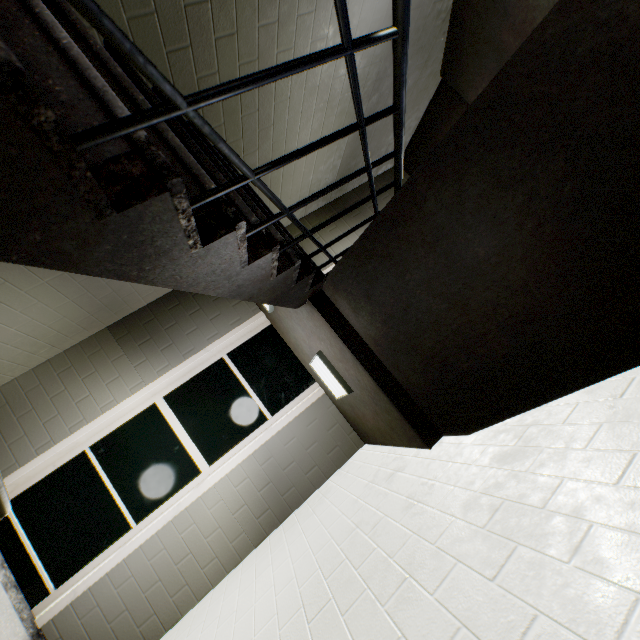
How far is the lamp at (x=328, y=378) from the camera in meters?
3.1

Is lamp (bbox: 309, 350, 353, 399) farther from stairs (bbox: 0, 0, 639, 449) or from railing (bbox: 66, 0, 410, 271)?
railing (bbox: 66, 0, 410, 271)

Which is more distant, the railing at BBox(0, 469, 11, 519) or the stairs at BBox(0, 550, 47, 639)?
the stairs at BBox(0, 550, 47, 639)

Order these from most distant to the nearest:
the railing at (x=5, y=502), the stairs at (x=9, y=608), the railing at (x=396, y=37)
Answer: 1. the stairs at (x=9, y=608)
2. the railing at (x=5, y=502)
3. the railing at (x=396, y=37)

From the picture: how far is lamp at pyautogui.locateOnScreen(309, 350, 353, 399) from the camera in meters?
3.1

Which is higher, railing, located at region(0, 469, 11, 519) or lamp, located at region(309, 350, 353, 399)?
lamp, located at region(309, 350, 353, 399)

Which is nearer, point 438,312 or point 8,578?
point 438,312

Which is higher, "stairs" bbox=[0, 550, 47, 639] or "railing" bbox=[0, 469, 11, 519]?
"railing" bbox=[0, 469, 11, 519]
